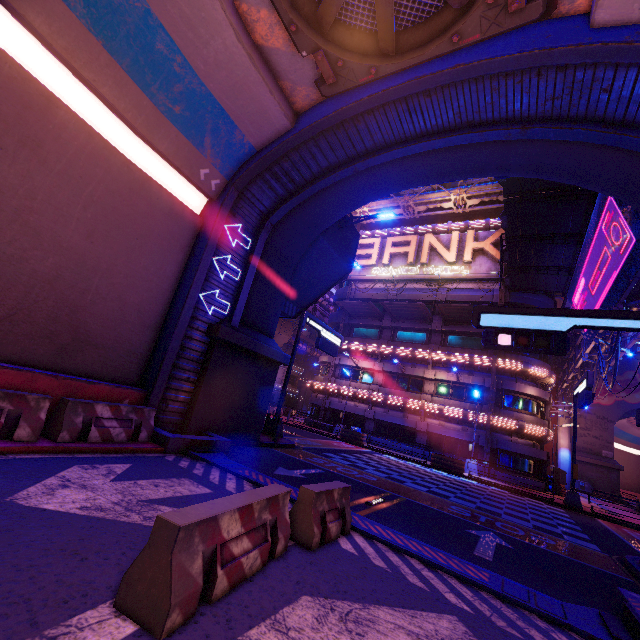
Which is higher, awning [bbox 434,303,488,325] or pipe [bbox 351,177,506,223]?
pipe [bbox 351,177,506,223]

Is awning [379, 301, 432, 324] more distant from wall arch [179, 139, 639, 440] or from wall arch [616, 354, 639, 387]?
wall arch [616, 354, 639, 387]

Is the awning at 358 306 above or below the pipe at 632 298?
above

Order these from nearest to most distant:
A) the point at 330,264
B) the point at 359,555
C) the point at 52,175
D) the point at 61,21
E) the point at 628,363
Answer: the point at 359,555, the point at 61,21, the point at 52,175, the point at 330,264, the point at 628,363

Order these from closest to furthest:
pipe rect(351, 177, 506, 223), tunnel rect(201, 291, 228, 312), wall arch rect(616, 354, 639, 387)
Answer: tunnel rect(201, 291, 228, 312), pipe rect(351, 177, 506, 223), wall arch rect(616, 354, 639, 387)

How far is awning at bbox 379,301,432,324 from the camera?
28.7m

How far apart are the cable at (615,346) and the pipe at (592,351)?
0.01m

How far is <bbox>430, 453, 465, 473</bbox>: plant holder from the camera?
22.4m
